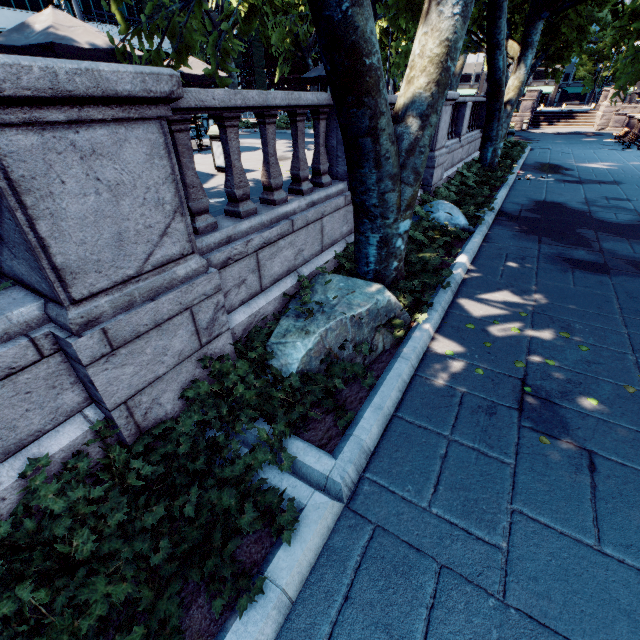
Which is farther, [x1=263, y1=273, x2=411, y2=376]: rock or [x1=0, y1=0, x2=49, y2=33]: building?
[x1=0, y1=0, x2=49, y2=33]: building

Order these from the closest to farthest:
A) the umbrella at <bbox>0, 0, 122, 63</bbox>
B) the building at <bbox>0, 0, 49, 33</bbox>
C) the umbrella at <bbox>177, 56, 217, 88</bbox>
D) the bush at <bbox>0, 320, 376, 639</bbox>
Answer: the bush at <bbox>0, 320, 376, 639</bbox> → the umbrella at <bbox>0, 0, 122, 63</bbox> → the umbrella at <bbox>177, 56, 217, 88</bbox> → the building at <bbox>0, 0, 49, 33</bbox>

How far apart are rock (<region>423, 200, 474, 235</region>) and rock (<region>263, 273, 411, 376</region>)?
3.89m

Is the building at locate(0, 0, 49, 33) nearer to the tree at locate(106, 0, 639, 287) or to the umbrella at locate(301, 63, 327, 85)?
the tree at locate(106, 0, 639, 287)

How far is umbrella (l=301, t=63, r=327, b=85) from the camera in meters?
12.2

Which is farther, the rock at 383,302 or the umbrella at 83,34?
the umbrella at 83,34

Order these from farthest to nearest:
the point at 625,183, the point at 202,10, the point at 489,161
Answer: the point at 202,10 → the point at 489,161 → the point at 625,183

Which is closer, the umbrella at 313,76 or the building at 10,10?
Answer: the umbrella at 313,76
